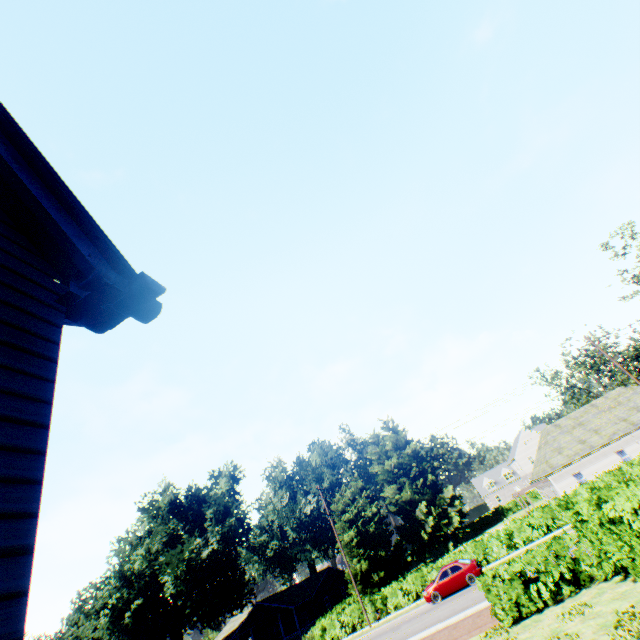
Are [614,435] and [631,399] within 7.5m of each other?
yes

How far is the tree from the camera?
39.3 meters

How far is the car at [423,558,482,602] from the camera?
23.94m

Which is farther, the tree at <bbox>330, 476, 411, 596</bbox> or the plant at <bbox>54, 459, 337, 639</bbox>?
the tree at <bbox>330, 476, 411, 596</bbox>

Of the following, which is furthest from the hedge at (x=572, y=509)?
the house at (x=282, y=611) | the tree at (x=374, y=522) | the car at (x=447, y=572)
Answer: the house at (x=282, y=611)

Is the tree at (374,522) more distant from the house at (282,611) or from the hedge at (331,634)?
the house at (282,611)

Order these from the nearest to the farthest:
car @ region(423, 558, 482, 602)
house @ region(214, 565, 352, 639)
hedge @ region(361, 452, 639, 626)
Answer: hedge @ region(361, 452, 639, 626), car @ region(423, 558, 482, 602), house @ region(214, 565, 352, 639)

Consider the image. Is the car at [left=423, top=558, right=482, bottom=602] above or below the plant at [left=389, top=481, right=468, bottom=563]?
below
